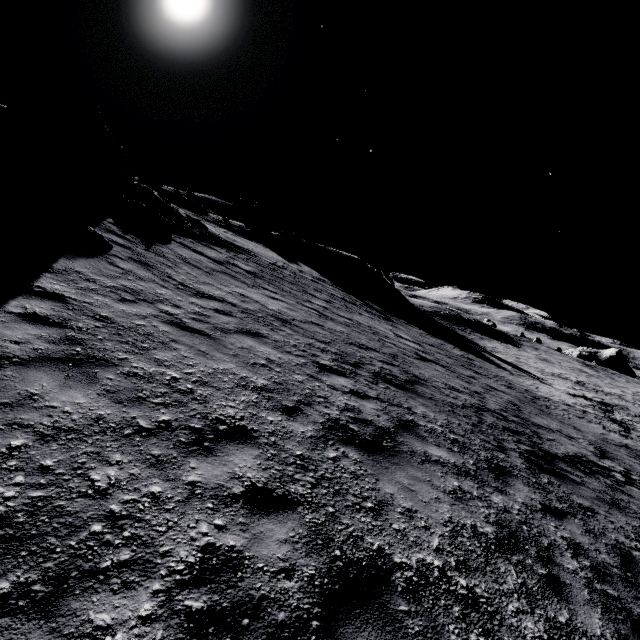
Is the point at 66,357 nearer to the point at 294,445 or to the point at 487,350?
the point at 294,445

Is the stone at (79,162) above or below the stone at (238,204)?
below

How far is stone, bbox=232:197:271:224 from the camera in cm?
5618

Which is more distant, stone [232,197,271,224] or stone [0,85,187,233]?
stone [232,197,271,224]

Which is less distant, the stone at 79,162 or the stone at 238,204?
the stone at 79,162

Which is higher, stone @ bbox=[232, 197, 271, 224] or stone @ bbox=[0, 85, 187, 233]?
stone @ bbox=[232, 197, 271, 224]
